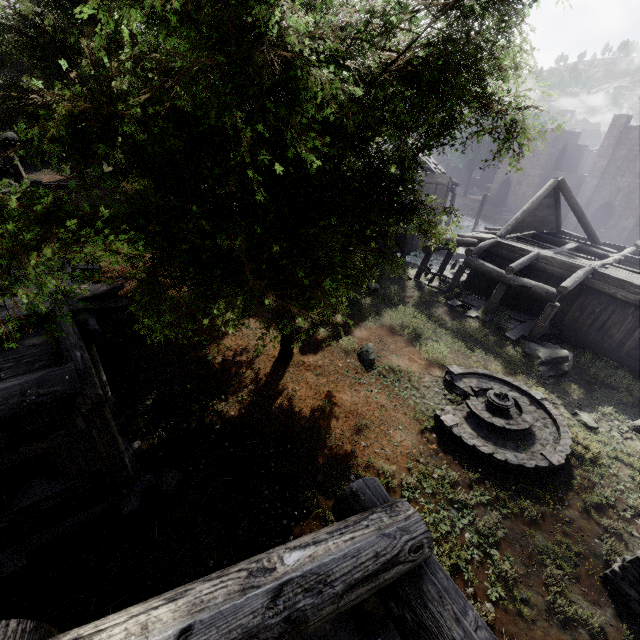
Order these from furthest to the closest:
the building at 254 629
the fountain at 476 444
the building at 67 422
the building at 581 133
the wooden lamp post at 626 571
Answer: the building at 581 133
the fountain at 476 444
the wooden lamp post at 626 571
the building at 67 422
the building at 254 629

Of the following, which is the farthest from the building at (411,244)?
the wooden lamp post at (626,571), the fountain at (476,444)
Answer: the fountain at (476,444)

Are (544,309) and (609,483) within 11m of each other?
yes

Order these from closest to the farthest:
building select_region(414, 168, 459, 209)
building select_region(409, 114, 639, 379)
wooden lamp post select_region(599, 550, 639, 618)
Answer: wooden lamp post select_region(599, 550, 639, 618) < building select_region(409, 114, 639, 379) < building select_region(414, 168, 459, 209)

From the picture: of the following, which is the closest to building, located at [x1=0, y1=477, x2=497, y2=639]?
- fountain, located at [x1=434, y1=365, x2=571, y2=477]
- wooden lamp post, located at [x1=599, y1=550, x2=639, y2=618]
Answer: wooden lamp post, located at [x1=599, y1=550, x2=639, y2=618]

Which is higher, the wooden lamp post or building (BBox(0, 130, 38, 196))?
building (BBox(0, 130, 38, 196))
